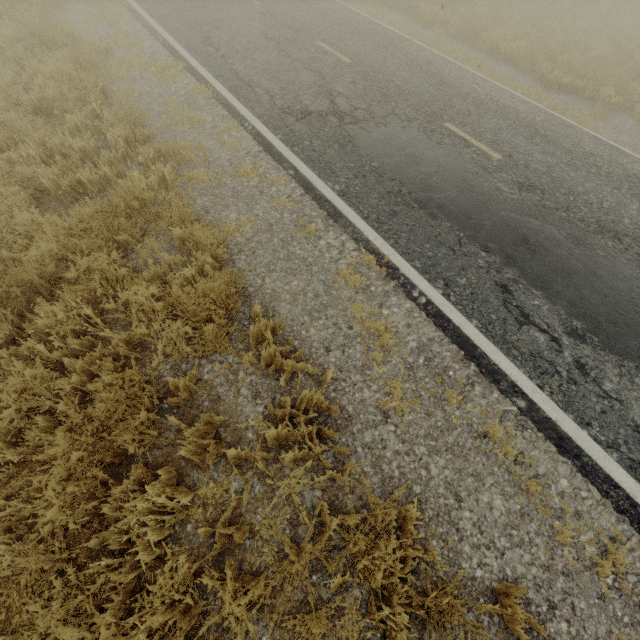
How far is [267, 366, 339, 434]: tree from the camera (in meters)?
3.09

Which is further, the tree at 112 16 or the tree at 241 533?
the tree at 112 16

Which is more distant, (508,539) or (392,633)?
(508,539)

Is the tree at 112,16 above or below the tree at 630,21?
below

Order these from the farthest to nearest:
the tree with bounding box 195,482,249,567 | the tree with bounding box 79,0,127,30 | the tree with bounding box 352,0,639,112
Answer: the tree with bounding box 352,0,639,112
the tree with bounding box 79,0,127,30
the tree with bounding box 195,482,249,567

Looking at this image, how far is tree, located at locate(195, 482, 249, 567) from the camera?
2.5 meters

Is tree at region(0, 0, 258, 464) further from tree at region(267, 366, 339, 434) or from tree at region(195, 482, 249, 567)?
tree at region(267, 366, 339, 434)
